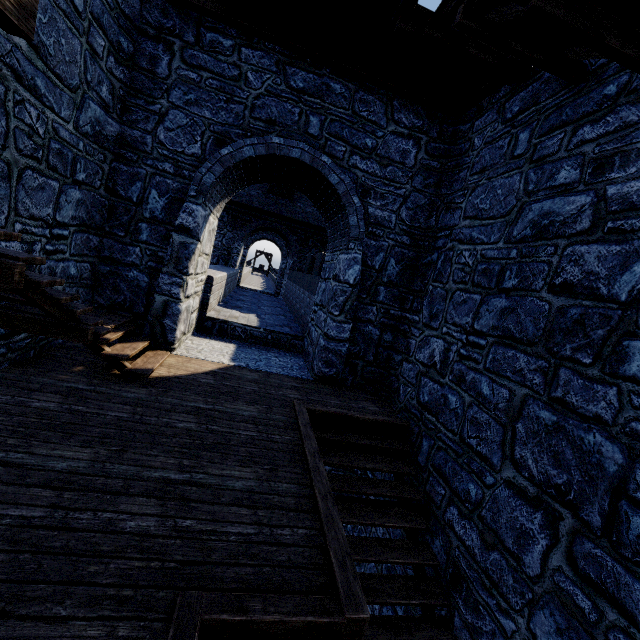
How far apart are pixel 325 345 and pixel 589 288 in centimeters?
429cm
